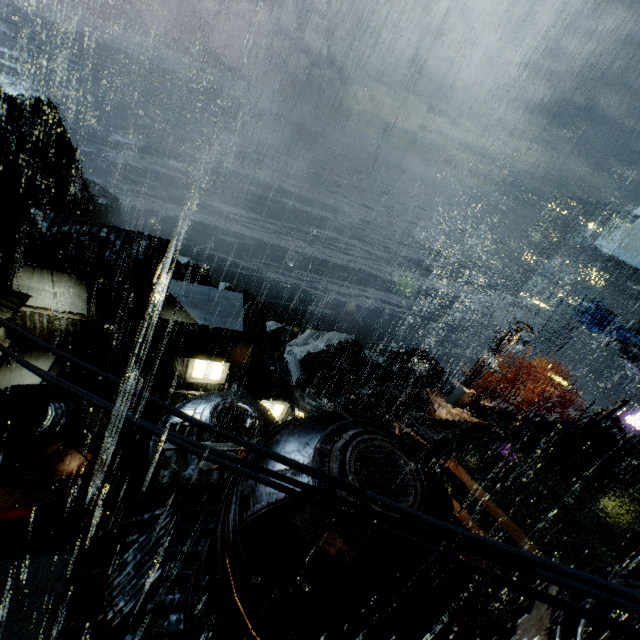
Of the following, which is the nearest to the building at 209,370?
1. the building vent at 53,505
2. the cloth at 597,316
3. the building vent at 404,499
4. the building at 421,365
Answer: the building vent at 404,499

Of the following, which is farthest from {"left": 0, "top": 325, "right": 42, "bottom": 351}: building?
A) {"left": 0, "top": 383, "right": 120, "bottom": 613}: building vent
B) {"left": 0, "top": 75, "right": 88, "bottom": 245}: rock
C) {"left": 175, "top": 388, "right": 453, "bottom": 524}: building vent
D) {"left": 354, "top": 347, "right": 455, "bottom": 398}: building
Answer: {"left": 0, "top": 75, "right": 88, "bottom": 245}: rock

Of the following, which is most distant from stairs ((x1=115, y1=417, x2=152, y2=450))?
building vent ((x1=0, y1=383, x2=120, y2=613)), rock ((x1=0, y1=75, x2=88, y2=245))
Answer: rock ((x1=0, y1=75, x2=88, y2=245))

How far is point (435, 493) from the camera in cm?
546

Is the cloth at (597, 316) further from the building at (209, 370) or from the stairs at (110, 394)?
the stairs at (110, 394)

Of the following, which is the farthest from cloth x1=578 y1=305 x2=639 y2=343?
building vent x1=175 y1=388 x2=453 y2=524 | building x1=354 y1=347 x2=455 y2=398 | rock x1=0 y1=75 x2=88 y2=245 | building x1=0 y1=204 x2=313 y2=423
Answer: rock x1=0 y1=75 x2=88 y2=245

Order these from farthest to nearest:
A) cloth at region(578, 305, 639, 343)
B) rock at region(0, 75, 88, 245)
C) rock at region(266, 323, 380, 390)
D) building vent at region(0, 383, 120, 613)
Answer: rock at region(266, 323, 380, 390) < rock at region(0, 75, 88, 245) < cloth at region(578, 305, 639, 343) < building vent at region(0, 383, 120, 613)
